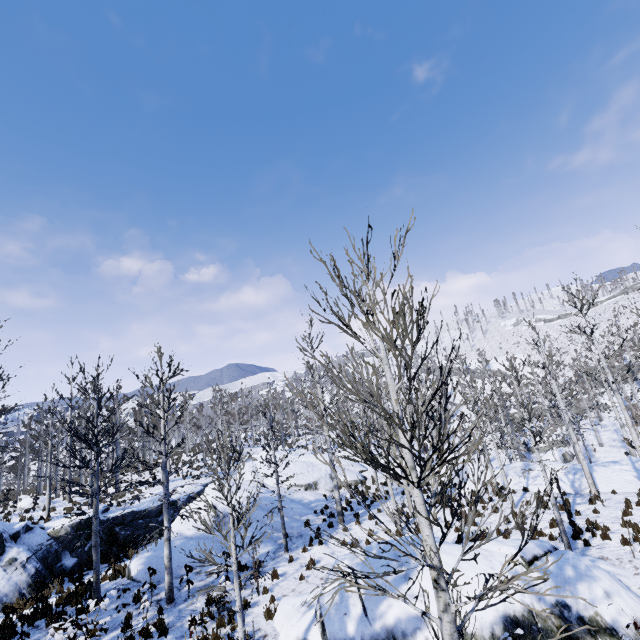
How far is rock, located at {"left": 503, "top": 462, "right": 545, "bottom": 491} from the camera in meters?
20.0 m

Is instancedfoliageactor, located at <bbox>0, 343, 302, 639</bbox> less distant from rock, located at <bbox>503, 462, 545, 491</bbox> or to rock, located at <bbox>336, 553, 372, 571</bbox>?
rock, located at <bbox>503, 462, 545, 491</bbox>

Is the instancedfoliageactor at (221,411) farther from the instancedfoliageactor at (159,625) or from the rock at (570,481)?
the instancedfoliageactor at (159,625)

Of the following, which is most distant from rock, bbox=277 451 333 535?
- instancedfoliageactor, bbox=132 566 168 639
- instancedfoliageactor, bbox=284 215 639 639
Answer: instancedfoliageactor, bbox=132 566 168 639

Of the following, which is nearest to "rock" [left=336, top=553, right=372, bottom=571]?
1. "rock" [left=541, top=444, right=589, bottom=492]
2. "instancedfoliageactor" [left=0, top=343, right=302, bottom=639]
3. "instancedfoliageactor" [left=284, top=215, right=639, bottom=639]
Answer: "instancedfoliageactor" [left=284, top=215, right=639, bottom=639]

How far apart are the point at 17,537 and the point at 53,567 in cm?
208

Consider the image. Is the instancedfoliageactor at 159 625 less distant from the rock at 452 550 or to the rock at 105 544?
the rock at 105 544

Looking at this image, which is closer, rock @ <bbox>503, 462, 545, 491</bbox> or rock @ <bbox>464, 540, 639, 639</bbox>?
rock @ <bbox>464, 540, 639, 639</bbox>
